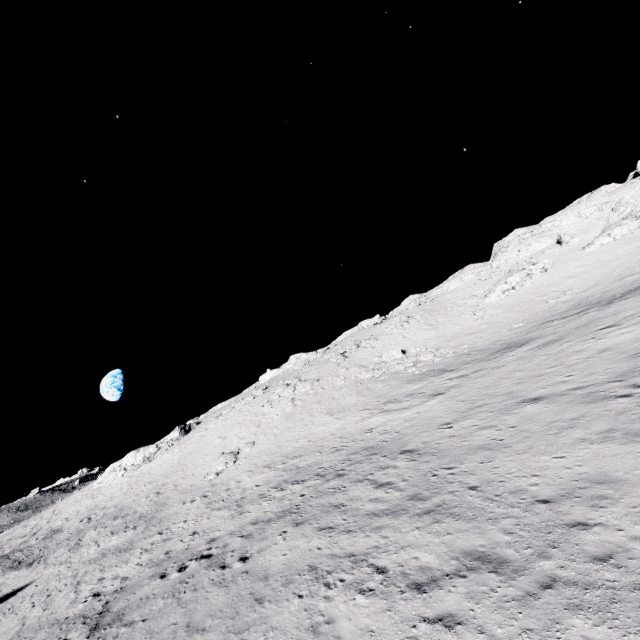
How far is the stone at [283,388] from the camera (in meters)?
38.75

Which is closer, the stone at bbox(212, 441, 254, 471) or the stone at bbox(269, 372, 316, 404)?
the stone at bbox(212, 441, 254, 471)

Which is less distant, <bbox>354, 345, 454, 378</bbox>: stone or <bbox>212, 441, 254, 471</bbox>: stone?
<bbox>212, 441, 254, 471</bbox>: stone

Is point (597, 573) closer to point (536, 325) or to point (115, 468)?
point (536, 325)

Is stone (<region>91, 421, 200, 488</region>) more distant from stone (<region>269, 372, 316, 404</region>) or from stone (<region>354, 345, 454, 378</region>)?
stone (<region>354, 345, 454, 378</region>)

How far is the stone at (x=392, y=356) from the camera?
34.8m

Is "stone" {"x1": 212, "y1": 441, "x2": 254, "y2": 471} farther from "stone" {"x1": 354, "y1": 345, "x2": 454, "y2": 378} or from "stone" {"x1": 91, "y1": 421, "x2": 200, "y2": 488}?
"stone" {"x1": 91, "y1": 421, "x2": 200, "y2": 488}

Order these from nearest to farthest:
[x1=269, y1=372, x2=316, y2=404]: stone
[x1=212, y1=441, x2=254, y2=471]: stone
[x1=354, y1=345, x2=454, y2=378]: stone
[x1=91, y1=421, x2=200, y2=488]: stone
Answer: [x1=212, y1=441, x2=254, y2=471]: stone → [x1=354, y1=345, x2=454, y2=378]: stone → [x1=269, y1=372, x2=316, y2=404]: stone → [x1=91, y1=421, x2=200, y2=488]: stone
